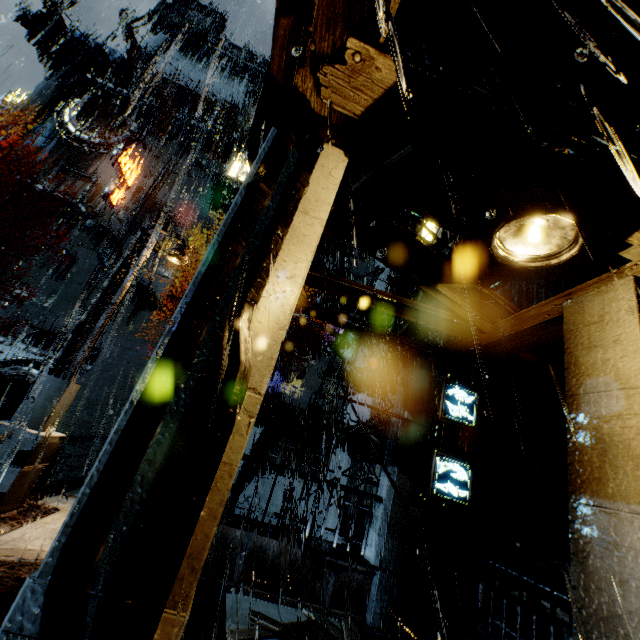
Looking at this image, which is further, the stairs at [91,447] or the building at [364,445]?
the building at [364,445]

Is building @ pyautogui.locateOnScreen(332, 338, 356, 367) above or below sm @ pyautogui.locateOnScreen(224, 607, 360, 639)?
above

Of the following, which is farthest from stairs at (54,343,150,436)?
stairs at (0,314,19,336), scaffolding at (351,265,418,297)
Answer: scaffolding at (351,265,418,297)

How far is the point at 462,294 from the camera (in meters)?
6.08

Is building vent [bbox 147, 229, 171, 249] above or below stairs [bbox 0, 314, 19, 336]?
above

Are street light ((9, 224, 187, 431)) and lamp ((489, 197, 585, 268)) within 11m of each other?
yes

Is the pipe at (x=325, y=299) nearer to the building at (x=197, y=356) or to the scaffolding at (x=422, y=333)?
the building at (x=197, y=356)

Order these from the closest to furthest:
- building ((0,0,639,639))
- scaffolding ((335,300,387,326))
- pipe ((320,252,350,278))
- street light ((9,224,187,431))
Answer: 1. building ((0,0,639,639))
2. street light ((9,224,187,431))
3. scaffolding ((335,300,387,326))
4. pipe ((320,252,350,278))
